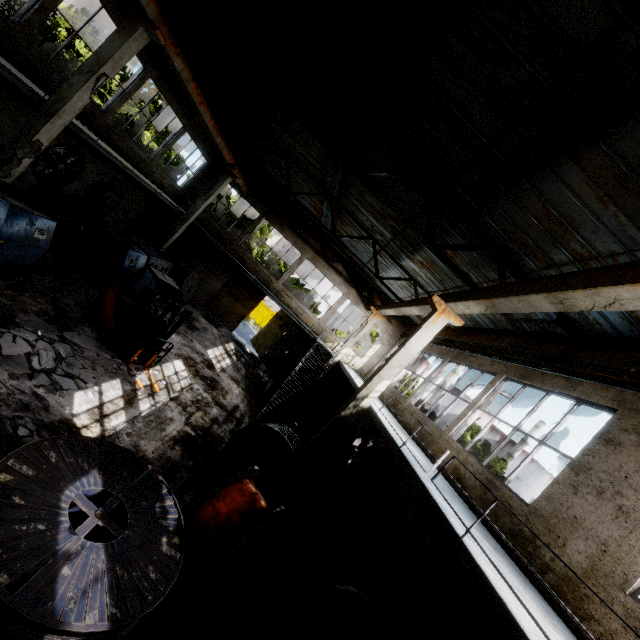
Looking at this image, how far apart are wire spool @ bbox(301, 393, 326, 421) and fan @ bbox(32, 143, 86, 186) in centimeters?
1649cm

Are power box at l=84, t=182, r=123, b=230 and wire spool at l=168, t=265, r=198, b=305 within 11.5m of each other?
yes

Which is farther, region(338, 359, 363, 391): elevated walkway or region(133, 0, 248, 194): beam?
region(338, 359, 363, 391): elevated walkway

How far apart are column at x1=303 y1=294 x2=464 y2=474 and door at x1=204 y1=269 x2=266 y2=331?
14.51m

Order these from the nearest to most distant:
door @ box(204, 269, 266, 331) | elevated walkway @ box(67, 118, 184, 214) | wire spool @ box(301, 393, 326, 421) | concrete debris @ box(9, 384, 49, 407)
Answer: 1. concrete debris @ box(9, 384, 49, 407)
2. elevated walkway @ box(67, 118, 184, 214)
3. wire spool @ box(301, 393, 326, 421)
4. door @ box(204, 269, 266, 331)

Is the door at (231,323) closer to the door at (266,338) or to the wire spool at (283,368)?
the door at (266,338)

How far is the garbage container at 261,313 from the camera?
36.8 meters

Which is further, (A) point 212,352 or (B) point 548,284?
(A) point 212,352
